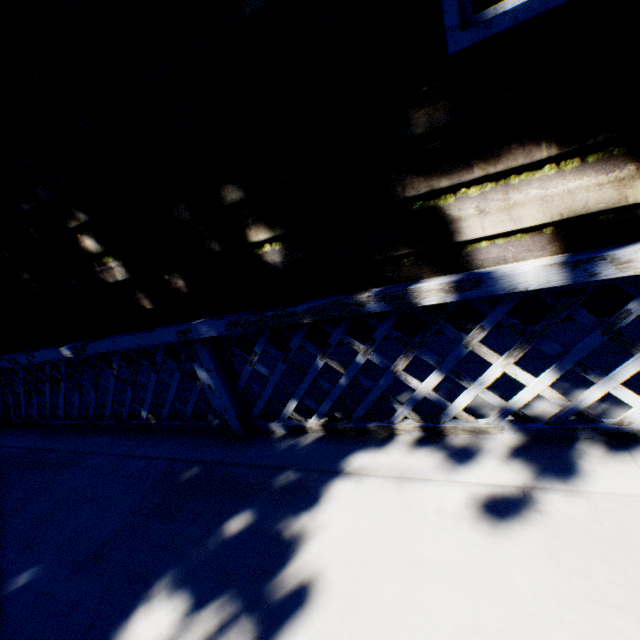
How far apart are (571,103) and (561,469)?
1.66m
